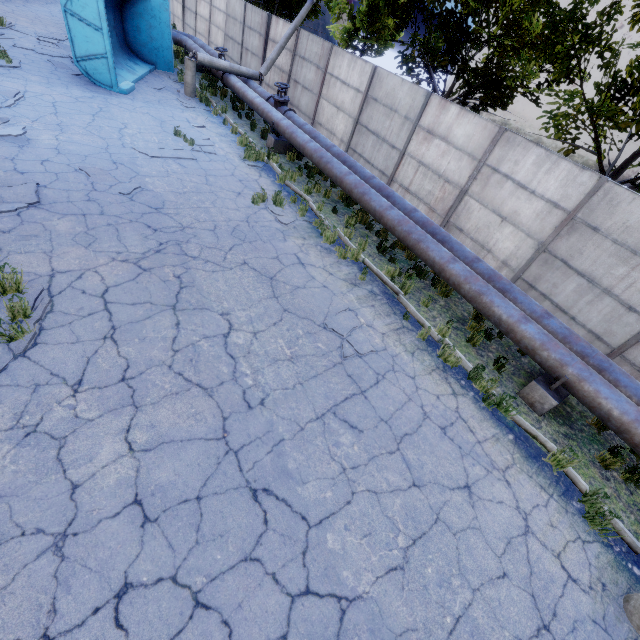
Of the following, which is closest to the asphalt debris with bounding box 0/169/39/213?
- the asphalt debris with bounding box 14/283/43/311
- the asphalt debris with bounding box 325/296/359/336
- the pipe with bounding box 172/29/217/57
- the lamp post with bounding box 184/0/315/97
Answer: the asphalt debris with bounding box 14/283/43/311

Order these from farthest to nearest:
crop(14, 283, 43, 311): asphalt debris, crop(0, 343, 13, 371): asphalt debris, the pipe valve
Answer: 1. the pipe valve
2. crop(14, 283, 43, 311): asphalt debris
3. crop(0, 343, 13, 371): asphalt debris

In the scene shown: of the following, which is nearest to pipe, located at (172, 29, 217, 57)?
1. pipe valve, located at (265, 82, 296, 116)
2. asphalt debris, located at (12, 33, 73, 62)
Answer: pipe valve, located at (265, 82, 296, 116)

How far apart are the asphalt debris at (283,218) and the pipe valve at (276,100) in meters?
5.4

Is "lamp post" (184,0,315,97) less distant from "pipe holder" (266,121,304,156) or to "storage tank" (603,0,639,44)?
"pipe holder" (266,121,304,156)

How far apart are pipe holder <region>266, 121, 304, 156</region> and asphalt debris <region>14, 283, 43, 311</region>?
10.19m

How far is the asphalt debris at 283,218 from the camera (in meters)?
8.94

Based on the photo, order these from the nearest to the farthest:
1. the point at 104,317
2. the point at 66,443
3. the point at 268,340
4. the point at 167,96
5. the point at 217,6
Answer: the point at 66,443
the point at 104,317
the point at 268,340
the point at 167,96
the point at 217,6
